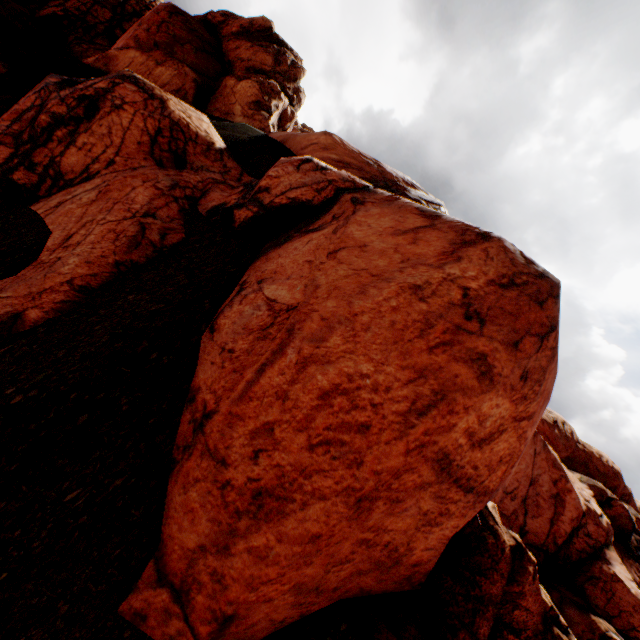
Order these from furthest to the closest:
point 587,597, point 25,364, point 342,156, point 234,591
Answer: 1. point 587,597
2. point 342,156
3. point 25,364
4. point 234,591
